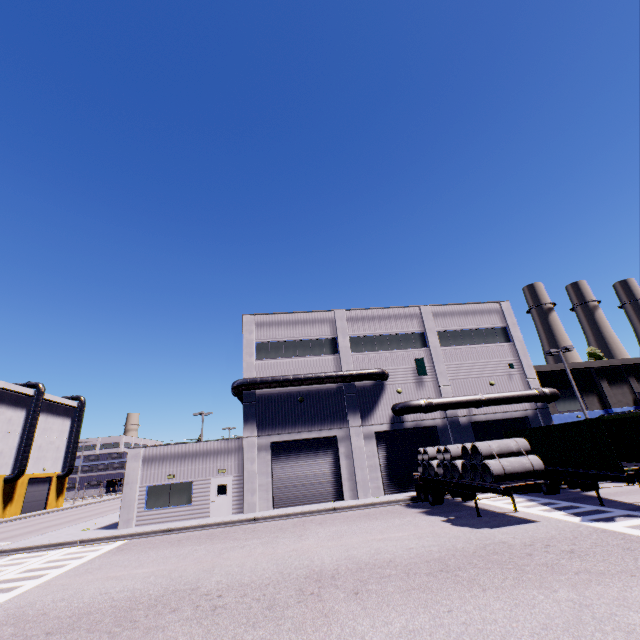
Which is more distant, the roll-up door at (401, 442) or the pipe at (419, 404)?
the pipe at (419, 404)

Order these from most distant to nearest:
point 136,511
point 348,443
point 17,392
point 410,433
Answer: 1. point 17,392
2. point 410,433
3. point 348,443
4. point 136,511

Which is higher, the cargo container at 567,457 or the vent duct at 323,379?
the vent duct at 323,379

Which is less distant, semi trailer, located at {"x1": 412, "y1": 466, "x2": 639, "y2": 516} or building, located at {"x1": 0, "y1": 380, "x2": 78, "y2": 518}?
semi trailer, located at {"x1": 412, "y1": 466, "x2": 639, "y2": 516}

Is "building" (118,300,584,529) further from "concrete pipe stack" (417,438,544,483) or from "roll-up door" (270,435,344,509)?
"concrete pipe stack" (417,438,544,483)

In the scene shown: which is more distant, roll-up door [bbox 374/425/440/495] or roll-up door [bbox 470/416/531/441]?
roll-up door [bbox 470/416/531/441]

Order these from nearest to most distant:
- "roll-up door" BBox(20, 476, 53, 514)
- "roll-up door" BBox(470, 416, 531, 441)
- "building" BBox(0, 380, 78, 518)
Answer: "roll-up door" BBox(470, 416, 531, 441) < "building" BBox(0, 380, 78, 518) < "roll-up door" BBox(20, 476, 53, 514)

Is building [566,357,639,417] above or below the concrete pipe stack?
above
